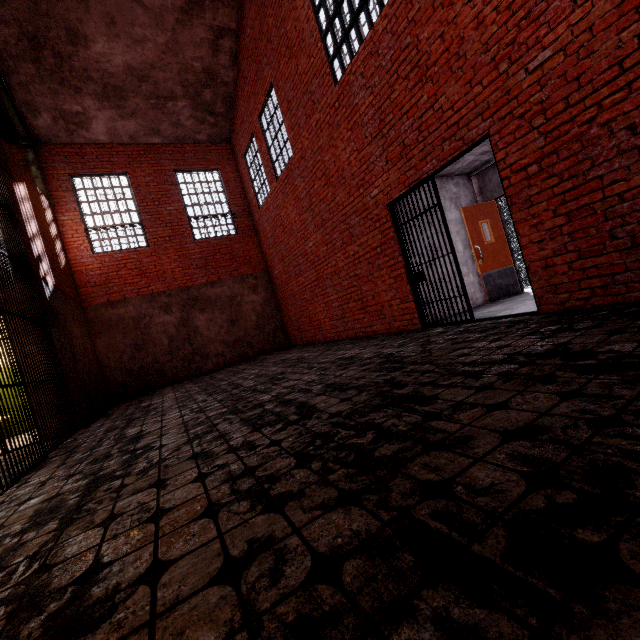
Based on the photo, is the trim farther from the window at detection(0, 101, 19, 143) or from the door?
the door

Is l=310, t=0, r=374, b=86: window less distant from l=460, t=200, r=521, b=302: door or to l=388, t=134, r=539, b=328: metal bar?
l=388, t=134, r=539, b=328: metal bar

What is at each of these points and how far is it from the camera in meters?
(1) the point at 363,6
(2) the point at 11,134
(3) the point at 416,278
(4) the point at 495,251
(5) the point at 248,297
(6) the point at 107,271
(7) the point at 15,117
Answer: (1) window, 5.2
(2) window, 8.9
(3) metal bar, 5.8
(4) door, 7.2
(5) foundation, 11.7
(6) trim, 9.9
(7) support beam, 8.5

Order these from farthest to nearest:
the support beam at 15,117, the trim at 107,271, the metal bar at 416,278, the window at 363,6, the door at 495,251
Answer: the trim at 107,271
the support beam at 15,117
the door at 495,251
the window at 363,6
the metal bar at 416,278

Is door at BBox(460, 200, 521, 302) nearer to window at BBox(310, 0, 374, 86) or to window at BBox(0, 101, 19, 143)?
window at BBox(310, 0, 374, 86)

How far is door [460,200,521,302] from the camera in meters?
7.0

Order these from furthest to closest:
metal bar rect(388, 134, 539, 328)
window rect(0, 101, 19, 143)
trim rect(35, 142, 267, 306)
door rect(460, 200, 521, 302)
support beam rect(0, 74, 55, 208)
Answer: trim rect(35, 142, 267, 306) → window rect(0, 101, 19, 143) → support beam rect(0, 74, 55, 208) → door rect(460, 200, 521, 302) → metal bar rect(388, 134, 539, 328)

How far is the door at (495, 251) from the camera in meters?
7.0 m
